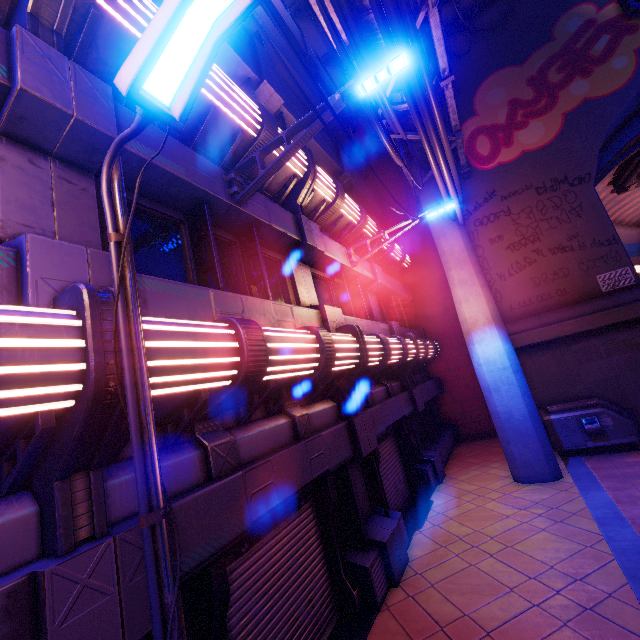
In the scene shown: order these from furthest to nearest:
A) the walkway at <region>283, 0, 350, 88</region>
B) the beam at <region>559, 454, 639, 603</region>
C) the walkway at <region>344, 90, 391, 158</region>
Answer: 1. the walkway at <region>344, 90, 391, 158</region>
2. the walkway at <region>283, 0, 350, 88</region>
3. the beam at <region>559, 454, 639, 603</region>

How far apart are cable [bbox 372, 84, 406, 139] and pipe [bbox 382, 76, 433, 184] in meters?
0.0

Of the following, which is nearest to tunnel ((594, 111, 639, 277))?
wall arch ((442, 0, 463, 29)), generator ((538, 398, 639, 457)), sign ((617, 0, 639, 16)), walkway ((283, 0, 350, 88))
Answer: wall arch ((442, 0, 463, 29))

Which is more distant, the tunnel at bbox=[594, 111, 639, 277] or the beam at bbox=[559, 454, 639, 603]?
the tunnel at bbox=[594, 111, 639, 277]

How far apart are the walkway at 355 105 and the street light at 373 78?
11.5m

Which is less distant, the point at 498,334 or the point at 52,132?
the point at 52,132

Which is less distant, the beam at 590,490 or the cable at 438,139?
the beam at 590,490

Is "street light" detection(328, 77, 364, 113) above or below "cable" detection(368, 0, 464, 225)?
below
